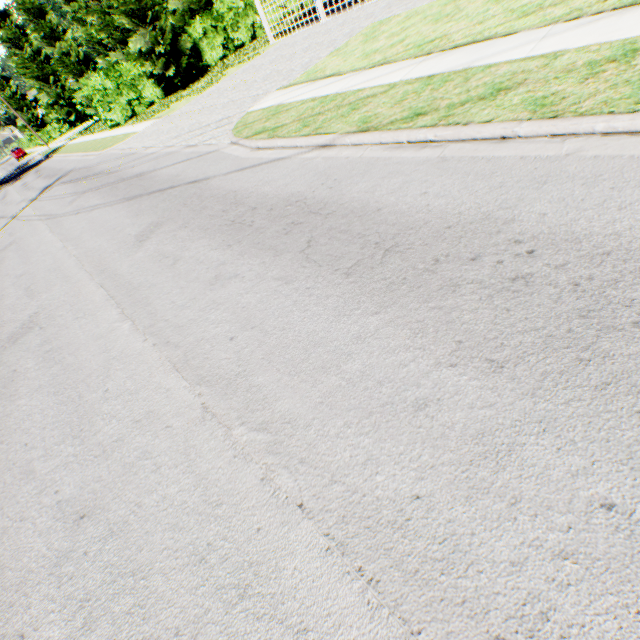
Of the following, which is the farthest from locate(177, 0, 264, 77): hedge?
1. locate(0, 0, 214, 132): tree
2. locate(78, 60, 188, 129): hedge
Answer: locate(78, 60, 188, 129): hedge

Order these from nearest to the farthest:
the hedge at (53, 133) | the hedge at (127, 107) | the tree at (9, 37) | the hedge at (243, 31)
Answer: the tree at (9, 37)
the hedge at (127, 107)
the hedge at (243, 31)
the hedge at (53, 133)

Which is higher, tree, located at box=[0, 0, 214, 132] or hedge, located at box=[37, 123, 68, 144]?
tree, located at box=[0, 0, 214, 132]

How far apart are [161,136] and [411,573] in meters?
16.1

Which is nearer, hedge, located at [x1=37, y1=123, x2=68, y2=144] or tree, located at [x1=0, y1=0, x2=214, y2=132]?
tree, located at [x1=0, y1=0, x2=214, y2=132]

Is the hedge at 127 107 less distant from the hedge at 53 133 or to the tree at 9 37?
the tree at 9 37

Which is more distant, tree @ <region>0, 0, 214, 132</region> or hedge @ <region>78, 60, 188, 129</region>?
hedge @ <region>78, 60, 188, 129</region>
